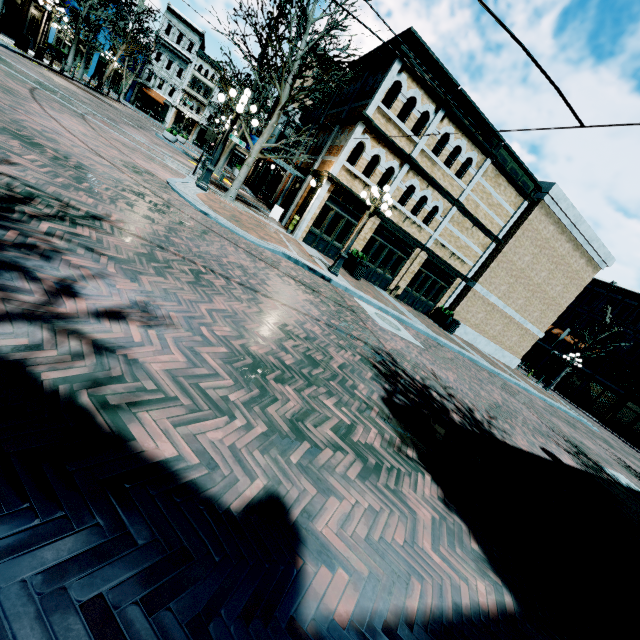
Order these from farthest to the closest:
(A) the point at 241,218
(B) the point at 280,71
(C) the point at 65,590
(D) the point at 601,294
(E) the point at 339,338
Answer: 1. (D) the point at 601,294
2. (B) the point at 280,71
3. (A) the point at 241,218
4. (E) the point at 339,338
5. (C) the point at 65,590

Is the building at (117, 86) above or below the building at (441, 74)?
below

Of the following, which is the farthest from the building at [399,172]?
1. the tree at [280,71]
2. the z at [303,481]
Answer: the tree at [280,71]

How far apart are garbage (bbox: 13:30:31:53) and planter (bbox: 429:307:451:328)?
28.64m

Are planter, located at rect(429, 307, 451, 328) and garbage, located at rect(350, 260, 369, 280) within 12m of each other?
yes

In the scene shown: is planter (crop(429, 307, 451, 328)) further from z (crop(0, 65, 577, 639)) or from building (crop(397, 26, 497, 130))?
z (crop(0, 65, 577, 639))

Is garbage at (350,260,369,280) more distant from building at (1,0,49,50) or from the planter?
the planter

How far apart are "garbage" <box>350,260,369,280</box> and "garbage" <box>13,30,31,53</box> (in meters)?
Result: 23.00
